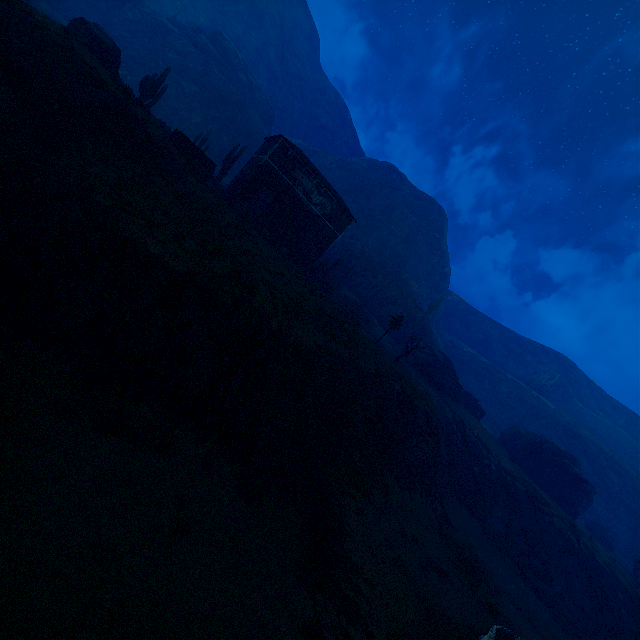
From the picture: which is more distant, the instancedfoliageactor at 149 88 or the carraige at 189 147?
the instancedfoliageactor at 149 88

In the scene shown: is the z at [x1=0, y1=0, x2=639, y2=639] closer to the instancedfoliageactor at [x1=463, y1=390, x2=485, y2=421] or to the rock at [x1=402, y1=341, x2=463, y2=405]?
the rock at [x1=402, y1=341, x2=463, y2=405]

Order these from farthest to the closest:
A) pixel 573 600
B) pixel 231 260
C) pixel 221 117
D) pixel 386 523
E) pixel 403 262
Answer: pixel 403 262 → pixel 221 117 → pixel 573 600 → pixel 231 260 → pixel 386 523

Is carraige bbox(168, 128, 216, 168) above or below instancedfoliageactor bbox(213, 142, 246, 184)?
below

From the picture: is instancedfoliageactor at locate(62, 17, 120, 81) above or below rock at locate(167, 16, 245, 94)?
below

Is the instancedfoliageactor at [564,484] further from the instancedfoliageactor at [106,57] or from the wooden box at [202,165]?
the instancedfoliageactor at [106,57]

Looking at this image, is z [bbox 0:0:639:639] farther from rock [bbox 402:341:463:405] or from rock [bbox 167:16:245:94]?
rock [bbox 402:341:463:405]

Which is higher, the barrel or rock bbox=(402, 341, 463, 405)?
rock bbox=(402, 341, 463, 405)
